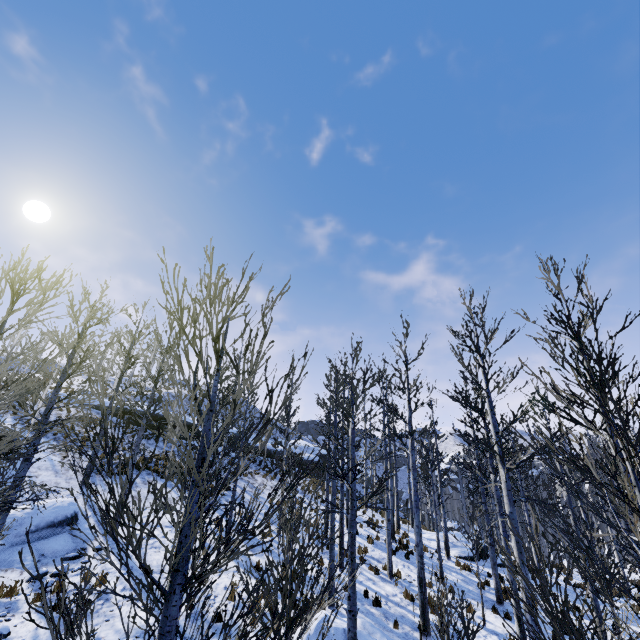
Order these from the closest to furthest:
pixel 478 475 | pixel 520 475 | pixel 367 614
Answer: pixel 367 614
pixel 478 475
pixel 520 475

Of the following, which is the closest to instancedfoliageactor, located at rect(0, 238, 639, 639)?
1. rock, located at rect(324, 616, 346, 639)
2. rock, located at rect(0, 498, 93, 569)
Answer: rock, located at rect(324, 616, 346, 639)

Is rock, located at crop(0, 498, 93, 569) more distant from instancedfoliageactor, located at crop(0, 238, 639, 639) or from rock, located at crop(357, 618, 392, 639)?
rock, located at crop(357, 618, 392, 639)

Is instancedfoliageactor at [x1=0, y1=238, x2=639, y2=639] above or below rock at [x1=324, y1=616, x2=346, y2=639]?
above

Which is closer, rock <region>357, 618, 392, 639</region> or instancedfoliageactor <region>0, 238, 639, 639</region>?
instancedfoliageactor <region>0, 238, 639, 639</region>

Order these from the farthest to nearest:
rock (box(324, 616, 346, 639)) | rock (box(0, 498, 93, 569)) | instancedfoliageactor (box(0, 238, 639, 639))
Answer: rock (box(0, 498, 93, 569)) < rock (box(324, 616, 346, 639)) < instancedfoliageactor (box(0, 238, 639, 639))

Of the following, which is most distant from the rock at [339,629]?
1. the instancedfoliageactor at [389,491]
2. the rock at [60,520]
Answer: the rock at [60,520]
